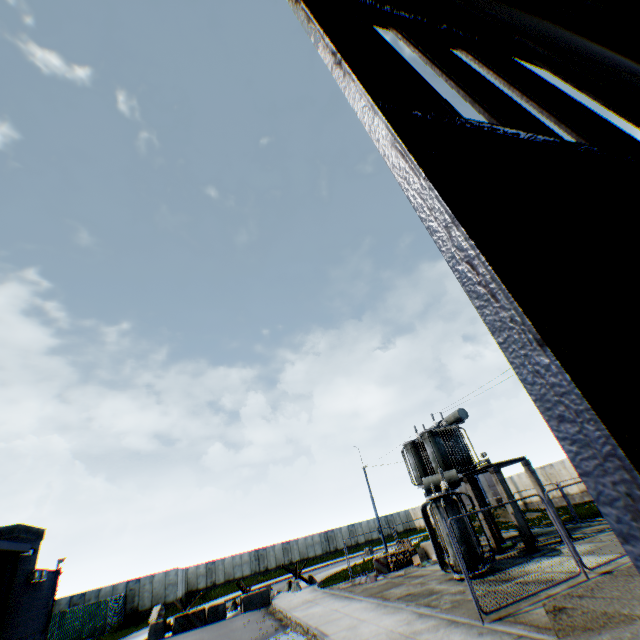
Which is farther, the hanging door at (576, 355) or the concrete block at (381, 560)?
the concrete block at (381, 560)

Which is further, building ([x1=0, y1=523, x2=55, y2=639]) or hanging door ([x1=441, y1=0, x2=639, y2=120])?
building ([x1=0, y1=523, x2=55, y2=639])

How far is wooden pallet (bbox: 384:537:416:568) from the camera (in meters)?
19.58

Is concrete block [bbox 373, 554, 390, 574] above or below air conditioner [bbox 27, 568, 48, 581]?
below

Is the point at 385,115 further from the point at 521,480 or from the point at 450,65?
the point at 521,480

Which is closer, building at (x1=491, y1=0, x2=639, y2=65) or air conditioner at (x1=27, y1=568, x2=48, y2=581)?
building at (x1=491, y1=0, x2=639, y2=65)

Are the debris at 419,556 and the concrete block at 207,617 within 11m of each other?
no

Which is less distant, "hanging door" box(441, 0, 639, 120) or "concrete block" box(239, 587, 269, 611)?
"hanging door" box(441, 0, 639, 120)
